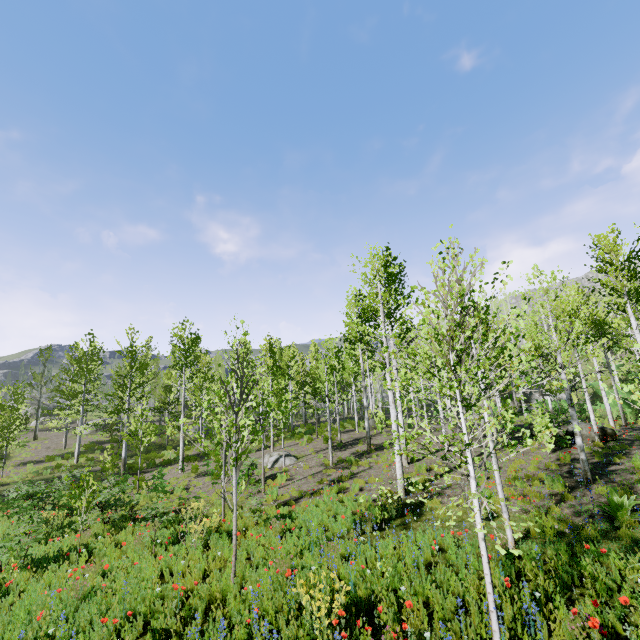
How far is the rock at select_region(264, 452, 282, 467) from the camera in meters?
18.2

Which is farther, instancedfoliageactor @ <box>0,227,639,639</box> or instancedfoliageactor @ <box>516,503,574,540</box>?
instancedfoliageactor @ <box>516,503,574,540</box>

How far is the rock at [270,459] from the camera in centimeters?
1816cm

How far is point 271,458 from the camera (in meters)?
18.64

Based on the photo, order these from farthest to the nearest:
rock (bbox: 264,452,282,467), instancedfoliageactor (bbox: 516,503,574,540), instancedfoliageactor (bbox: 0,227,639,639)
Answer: rock (bbox: 264,452,282,467), instancedfoliageactor (bbox: 516,503,574,540), instancedfoliageactor (bbox: 0,227,639,639)

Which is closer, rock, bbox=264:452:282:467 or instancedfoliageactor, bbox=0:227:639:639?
instancedfoliageactor, bbox=0:227:639:639

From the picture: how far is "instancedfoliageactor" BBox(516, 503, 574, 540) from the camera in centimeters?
610cm

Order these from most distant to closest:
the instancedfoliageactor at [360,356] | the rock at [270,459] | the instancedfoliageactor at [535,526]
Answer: the rock at [270,459] → the instancedfoliageactor at [535,526] → the instancedfoliageactor at [360,356]
